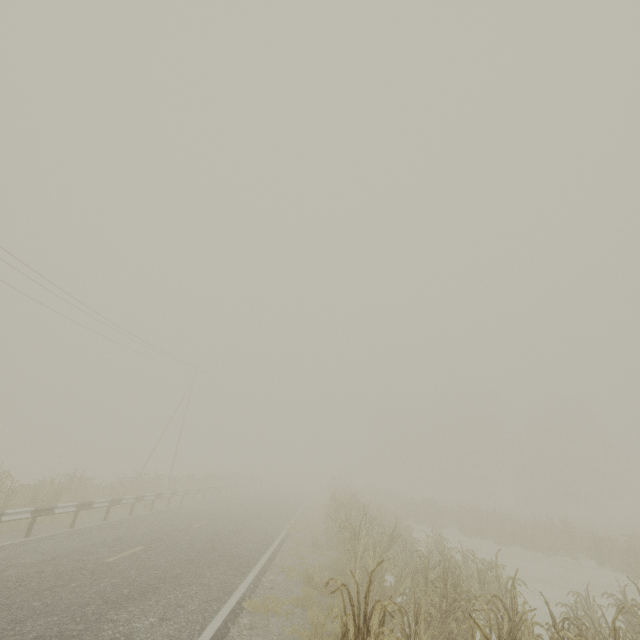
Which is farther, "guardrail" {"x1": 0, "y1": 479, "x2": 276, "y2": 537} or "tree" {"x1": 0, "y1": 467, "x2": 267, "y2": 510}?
"tree" {"x1": 0, "y1": 467, "x2": 267, "y2": 510}

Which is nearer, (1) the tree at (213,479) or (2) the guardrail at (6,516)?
(2) the guardrail at (6,516)

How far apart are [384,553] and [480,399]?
48.3m
